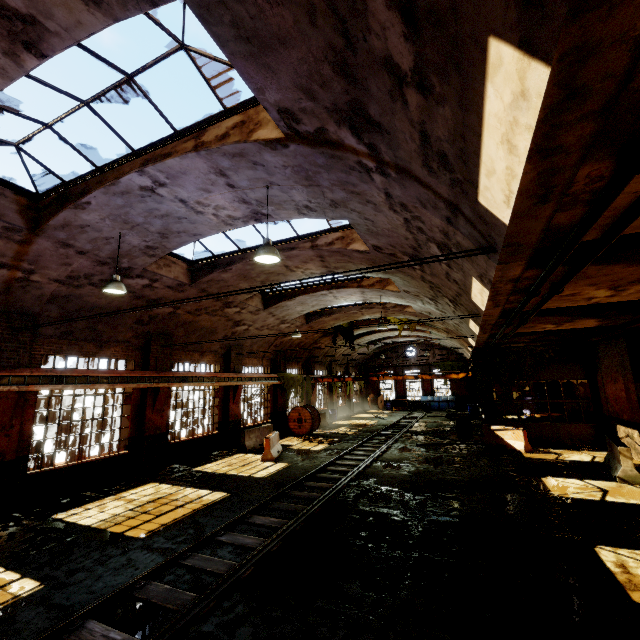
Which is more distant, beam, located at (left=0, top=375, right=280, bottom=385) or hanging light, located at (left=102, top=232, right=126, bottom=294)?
beam, located at (left=0, top=375, right=280, bottom=385)

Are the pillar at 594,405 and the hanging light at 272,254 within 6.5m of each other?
no

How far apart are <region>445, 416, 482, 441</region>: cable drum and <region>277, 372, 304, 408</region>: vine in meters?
10.1 m

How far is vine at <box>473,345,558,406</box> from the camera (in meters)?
16.33

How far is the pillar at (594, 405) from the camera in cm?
1539

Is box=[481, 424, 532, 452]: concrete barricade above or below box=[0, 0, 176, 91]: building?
below

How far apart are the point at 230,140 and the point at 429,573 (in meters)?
8.38

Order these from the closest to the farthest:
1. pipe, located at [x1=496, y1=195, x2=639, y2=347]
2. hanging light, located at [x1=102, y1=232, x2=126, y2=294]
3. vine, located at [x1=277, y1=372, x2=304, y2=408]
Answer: pipe, located at [x1=496, y1=195, x2=639, y2=347]
hanging light, located at [x1=102, y1=232, x2=126, y2=294]
vine, located at [x1=277, y1=372, x2=304, y2=408]
